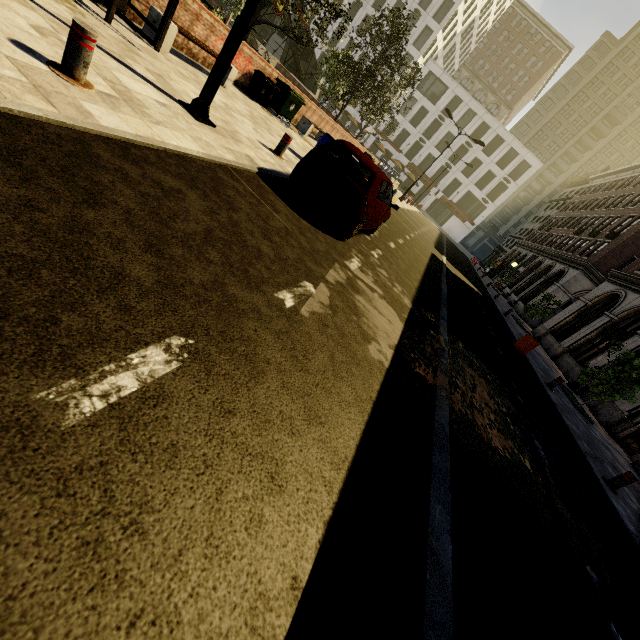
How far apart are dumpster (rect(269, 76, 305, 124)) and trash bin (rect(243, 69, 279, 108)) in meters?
0.7

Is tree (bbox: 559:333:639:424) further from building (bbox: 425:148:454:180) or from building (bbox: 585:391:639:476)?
building (bbox: 425:148:454:180)

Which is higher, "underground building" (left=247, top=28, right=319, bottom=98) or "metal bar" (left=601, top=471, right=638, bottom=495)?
"underground building" (left=247, top=28, right=319, bottom=98)

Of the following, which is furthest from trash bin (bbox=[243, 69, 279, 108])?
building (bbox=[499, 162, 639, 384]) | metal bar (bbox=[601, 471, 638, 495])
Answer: building (bbox=[499, 162, 639, 384])

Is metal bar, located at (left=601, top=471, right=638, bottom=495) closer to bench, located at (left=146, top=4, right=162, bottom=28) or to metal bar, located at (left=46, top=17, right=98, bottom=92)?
metal bar, located at (left=46, top=17, right=98, bottom=92)

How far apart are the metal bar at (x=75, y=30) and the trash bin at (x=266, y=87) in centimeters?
924cm

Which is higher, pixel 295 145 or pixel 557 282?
pixel 557 282

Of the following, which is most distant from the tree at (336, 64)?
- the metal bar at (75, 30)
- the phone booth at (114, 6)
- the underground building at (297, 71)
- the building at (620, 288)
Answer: the building at (620, 288)
